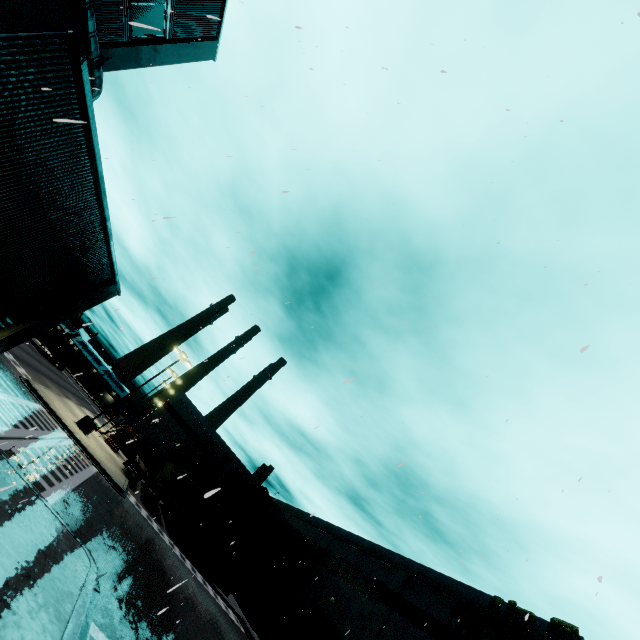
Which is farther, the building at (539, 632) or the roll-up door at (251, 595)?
the roll-up door at (251, 595)

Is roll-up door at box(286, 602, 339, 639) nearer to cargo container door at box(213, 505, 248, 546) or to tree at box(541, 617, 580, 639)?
cargo container door at box(213, 505, 248, 546)

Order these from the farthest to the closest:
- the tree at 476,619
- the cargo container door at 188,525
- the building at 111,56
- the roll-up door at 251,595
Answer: the roll-up door at 251,595 < the cargo container door at 188,525 < the tree at 476,619 < the building at 111,56

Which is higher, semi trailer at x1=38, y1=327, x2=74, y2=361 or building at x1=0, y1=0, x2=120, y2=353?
building at x1=0, y1=0, x2=120, y2=353

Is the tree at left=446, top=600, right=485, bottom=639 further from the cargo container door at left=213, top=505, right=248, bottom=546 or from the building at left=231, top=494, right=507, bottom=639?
the cargo container door at left=213, top=505, right=248, bottom=546

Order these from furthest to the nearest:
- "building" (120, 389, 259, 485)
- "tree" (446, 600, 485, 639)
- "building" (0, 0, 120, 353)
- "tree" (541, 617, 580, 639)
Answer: "building" (120, 389, 259, 485) < "tree" (446, 600, 485, 639) < "tree" (541, 617, 580, 639) < "building" (0, 0, 120, 353)

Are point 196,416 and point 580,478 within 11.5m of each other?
no

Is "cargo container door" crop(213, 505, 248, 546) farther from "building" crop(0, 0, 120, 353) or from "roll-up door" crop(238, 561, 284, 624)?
"roll-up door" crop(238, 561, 284, 624)
